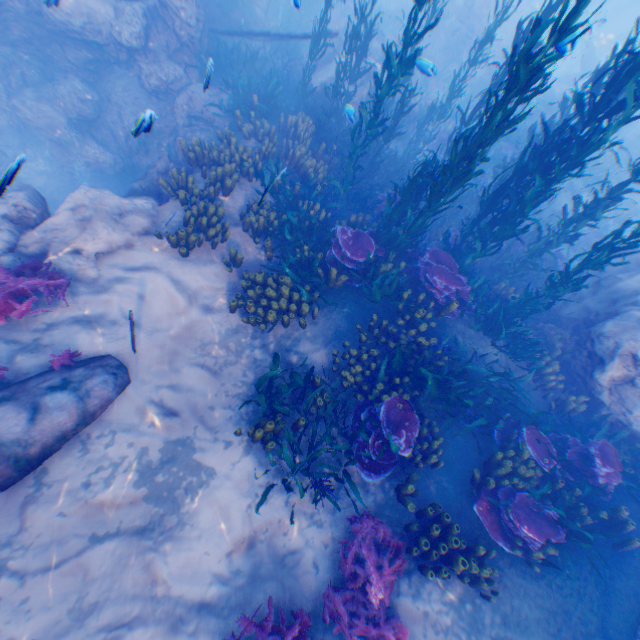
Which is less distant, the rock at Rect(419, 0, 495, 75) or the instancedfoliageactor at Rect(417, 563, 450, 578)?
the instancedfoliageactor at Rect(417, 563, 450, 578)

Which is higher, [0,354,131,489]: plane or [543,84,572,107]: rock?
[543,84,572,107]: rock

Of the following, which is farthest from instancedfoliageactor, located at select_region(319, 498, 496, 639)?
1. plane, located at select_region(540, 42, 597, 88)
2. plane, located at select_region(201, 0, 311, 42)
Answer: plane, located at select_region(540, 42, 597, 88)

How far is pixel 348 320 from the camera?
7.6m

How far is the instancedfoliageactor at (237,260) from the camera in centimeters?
712cm

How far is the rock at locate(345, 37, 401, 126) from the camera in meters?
12.7 m

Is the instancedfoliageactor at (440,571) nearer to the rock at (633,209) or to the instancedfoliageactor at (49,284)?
the rock at (633,209)
